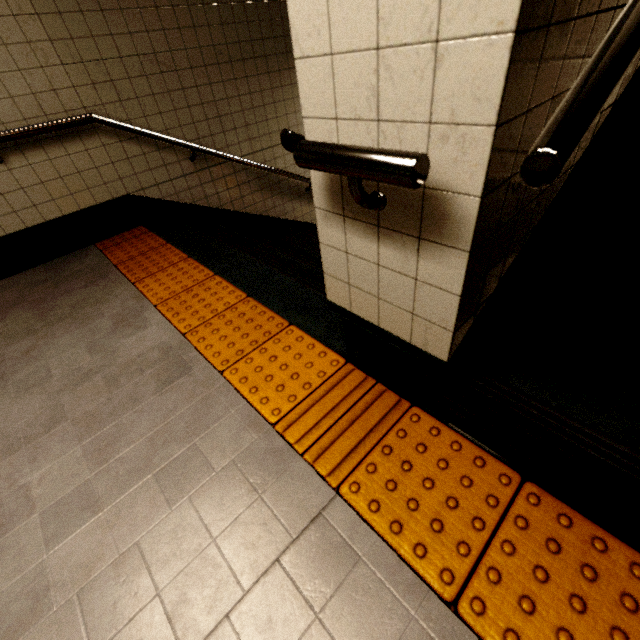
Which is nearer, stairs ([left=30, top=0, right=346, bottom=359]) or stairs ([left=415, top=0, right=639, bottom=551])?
stairs ([left=415, top=0, right=639, bottom=551])

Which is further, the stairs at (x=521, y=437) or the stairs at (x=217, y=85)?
the stairs at (x=217, y=85)

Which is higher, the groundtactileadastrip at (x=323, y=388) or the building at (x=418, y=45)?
the building at (x=418, y=45)

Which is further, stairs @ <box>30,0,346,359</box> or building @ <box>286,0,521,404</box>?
stairs @ <box>30,0,346,359</box>

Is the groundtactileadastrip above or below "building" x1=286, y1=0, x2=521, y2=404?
below

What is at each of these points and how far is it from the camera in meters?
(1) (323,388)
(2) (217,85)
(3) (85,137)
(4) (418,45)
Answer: (1) groundtactileadastrip, 1.5 m
(2) stairs, 3.3 m
(3) building, 2.8 m
(4) building, 0.7 m

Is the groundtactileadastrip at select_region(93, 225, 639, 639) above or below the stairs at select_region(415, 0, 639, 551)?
below
